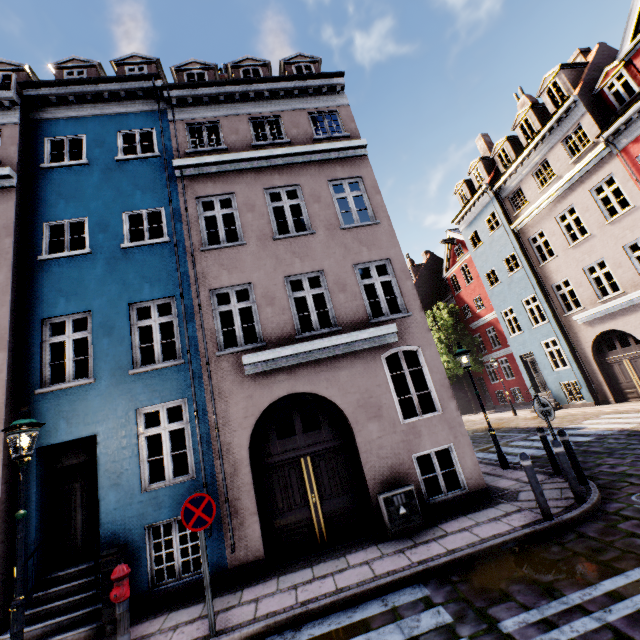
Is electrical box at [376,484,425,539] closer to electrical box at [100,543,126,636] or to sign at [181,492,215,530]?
sign at [181,492,215,530]

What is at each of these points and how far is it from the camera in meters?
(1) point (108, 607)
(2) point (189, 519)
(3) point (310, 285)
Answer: (1) electrical box, 5.6
(2) sign, 5.1
(3) building, 15.6

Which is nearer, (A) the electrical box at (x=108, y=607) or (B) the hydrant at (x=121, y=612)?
(B) the hydrant at (x=121, y=612)

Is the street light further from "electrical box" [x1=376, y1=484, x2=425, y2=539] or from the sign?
"electrical box" [x1=376, y1=484, x2=425, y2=539]

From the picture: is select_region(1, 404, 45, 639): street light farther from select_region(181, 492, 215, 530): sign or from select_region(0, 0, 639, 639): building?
select_region(181, 492, 215, 530): sign

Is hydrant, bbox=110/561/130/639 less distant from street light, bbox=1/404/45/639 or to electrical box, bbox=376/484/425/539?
street light, bbox=1/404/45/639

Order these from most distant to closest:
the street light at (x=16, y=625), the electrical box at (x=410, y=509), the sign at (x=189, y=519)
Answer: the electrical box at (x=410, y=509)
the sign at (x=189, y=519)
the street light at (x=16, y=625)

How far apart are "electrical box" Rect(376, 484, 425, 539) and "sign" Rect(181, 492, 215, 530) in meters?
3.4
